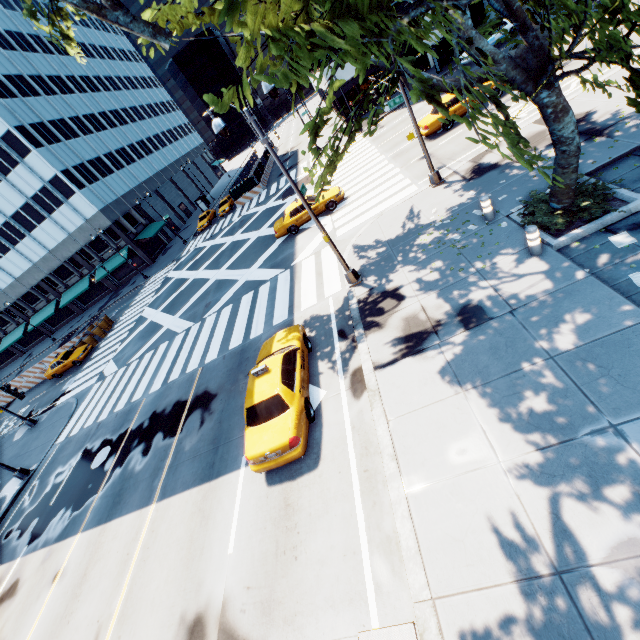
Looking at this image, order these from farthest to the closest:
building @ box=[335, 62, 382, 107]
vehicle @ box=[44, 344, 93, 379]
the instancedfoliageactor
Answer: building @ box=[335, 62, 382, 107], vehicle @ box=[44, 344, 93, 379], the instancedfoliageactor

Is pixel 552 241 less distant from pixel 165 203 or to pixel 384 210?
pixel 384 210

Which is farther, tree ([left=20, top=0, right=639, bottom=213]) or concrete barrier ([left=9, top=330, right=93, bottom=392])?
concrete barrier ([left=9, top=330, right=93, bottom=392])

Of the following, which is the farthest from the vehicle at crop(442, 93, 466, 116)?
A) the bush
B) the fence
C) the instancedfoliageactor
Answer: the fence

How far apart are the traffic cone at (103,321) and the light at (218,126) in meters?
29.6

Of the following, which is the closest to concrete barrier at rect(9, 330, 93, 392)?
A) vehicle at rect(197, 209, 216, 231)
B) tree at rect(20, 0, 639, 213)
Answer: vehicle at rect(197, 209, 216, 231)

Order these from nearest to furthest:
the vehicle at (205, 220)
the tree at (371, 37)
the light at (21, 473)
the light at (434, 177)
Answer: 1. the tree at (371, 37)
2. the light at (434, 177)
3. the light at (21, 473)
4. the vehicle at (205, 220)

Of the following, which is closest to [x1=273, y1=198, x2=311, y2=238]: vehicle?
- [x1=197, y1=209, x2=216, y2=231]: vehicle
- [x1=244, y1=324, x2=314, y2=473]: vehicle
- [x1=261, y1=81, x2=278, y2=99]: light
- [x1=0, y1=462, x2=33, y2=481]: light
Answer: [x1=261, y1=81, x2=278, y2=99]: light
